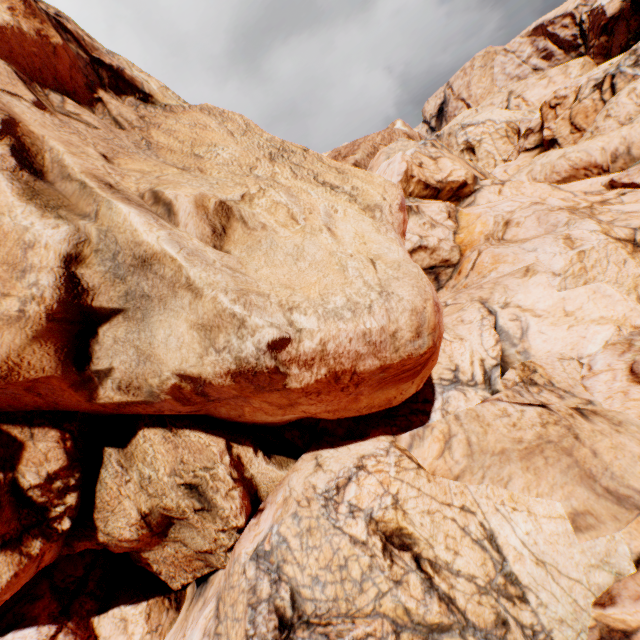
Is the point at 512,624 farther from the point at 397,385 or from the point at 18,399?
the point at 18,399
